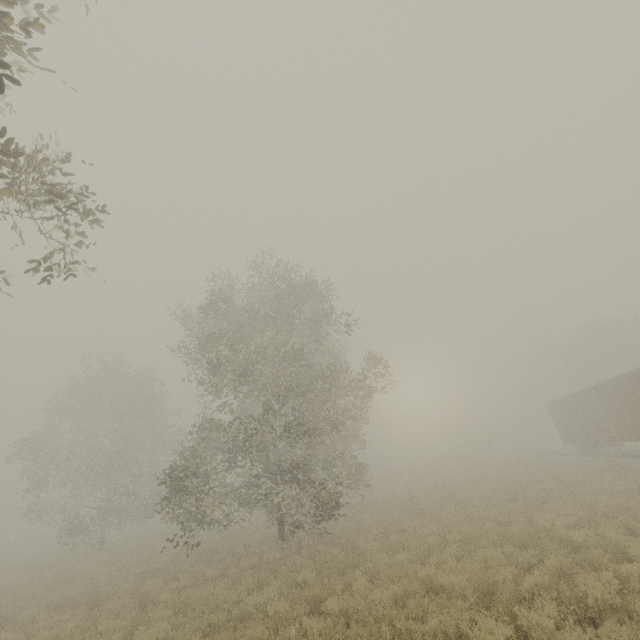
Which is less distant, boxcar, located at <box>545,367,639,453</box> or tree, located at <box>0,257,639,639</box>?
tree, located at <box>0,257,639,639</box>

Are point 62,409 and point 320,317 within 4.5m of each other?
no

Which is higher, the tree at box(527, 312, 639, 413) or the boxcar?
the tree at box(527, 312, 639, 413)

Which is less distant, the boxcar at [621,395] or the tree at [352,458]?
the tree at [352,458]

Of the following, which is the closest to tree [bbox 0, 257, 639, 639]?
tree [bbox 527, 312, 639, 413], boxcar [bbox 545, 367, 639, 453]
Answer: tree [bbox 527, 312, 639, 413]

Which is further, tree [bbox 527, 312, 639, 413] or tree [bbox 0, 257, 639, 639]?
tree [bbox 527, 312, 639, 413]

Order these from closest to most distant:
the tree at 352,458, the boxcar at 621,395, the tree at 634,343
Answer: the tree at 352,458 < the boxcar at 621,395 < the tree at 634,343

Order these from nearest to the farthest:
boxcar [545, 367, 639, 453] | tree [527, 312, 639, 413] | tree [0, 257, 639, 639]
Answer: tree [0, 257, 639, 639] → boxcar [545, 367, 639, 453] → tree [527, 312, 639, 413]
